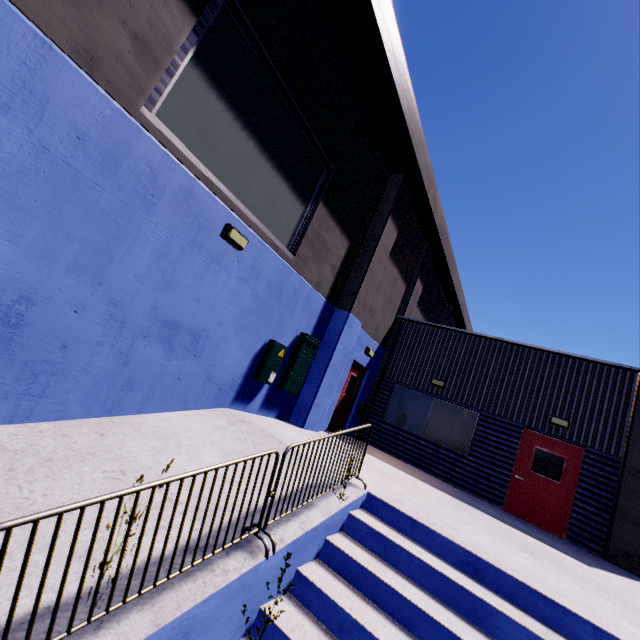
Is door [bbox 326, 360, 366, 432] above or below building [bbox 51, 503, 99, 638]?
above

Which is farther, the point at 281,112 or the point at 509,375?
the point at 509,375

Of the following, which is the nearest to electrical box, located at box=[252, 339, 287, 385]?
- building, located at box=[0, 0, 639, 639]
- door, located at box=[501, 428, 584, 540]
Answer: building, located at box=[0, 0, 639, 639]

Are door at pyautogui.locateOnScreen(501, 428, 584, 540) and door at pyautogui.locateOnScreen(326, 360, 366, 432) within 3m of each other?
no

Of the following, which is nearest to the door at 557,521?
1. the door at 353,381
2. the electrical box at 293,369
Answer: the door at 353,381

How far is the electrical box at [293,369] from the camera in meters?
8.2 m

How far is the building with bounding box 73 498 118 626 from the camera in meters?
2.1
